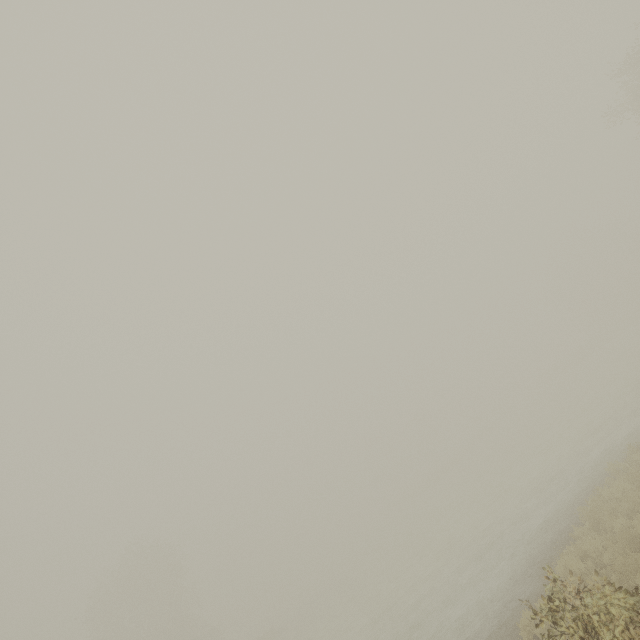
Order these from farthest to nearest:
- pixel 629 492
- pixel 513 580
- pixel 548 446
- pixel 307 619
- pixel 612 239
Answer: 1. pixel 612 239
2. pixel 307 619
3. pixel 548 446
4. pixel 513 580
5. pixel 629 492
